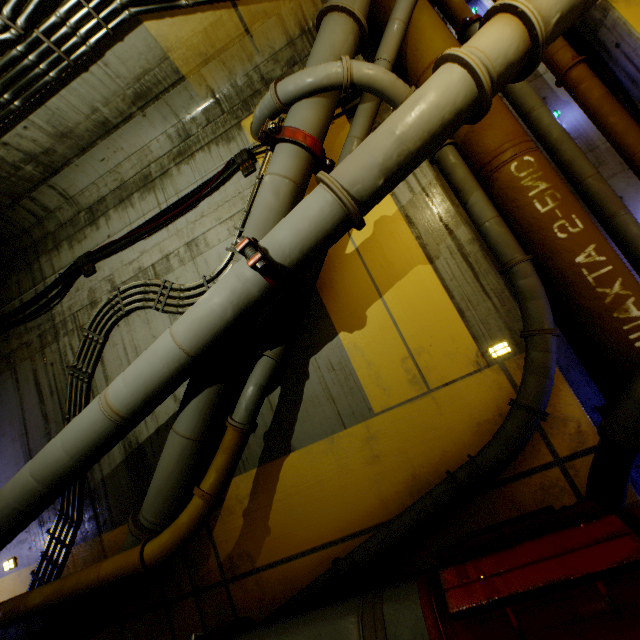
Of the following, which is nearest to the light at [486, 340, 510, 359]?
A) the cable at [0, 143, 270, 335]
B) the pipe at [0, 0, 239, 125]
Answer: the pipe at [0, 0, 239, 125]

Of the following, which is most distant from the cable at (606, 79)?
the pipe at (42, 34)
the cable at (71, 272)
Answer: the cable at (71, 272)

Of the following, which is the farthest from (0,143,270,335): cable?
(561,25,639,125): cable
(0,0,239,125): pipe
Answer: (561,25,639,125): cable

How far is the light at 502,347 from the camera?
3.3 meters

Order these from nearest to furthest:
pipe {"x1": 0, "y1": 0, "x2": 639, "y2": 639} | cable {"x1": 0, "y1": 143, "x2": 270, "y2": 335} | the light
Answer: pipe {"x1": 0, "y1": 0, "x2": 639, "y2": 639}
the light
cable {"x1": 0, "y1": 143, "x2": 270, "y2": 335}

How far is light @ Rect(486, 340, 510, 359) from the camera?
3.29m

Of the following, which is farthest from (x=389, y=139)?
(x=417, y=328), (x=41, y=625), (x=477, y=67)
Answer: (x=41, y=625)

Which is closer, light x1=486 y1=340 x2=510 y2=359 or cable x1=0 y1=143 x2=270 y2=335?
light x1=486 y1=340 x2=510 y2=359
